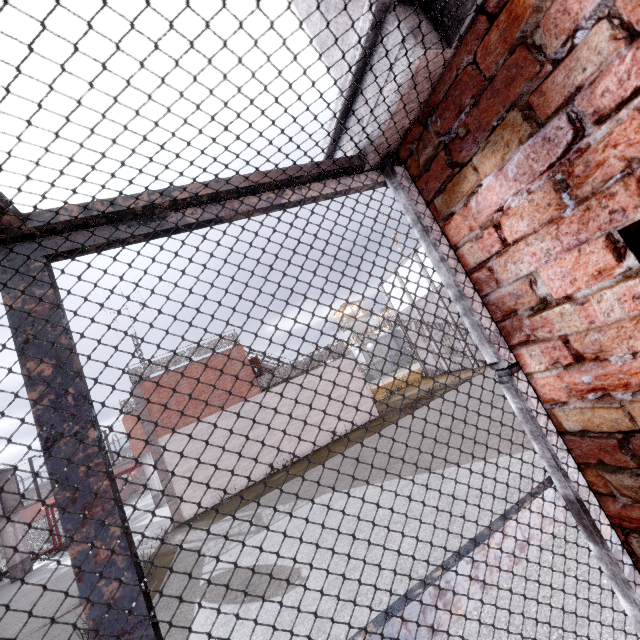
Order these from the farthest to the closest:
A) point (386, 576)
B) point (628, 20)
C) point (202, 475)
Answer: point (202, 475), point (386, 576), point (628, 20)

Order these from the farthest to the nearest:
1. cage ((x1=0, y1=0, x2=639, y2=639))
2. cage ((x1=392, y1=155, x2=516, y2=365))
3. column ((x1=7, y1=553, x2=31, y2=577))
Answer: column ((x1=7, y1=553, x2=31, y2=577))
cage ((x1=392, y1=155, x2=516, y2=365))
cage ((x1=0, y1=0, x2=639, y2=639))

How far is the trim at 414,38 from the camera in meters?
1.0

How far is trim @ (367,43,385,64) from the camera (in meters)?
1.07

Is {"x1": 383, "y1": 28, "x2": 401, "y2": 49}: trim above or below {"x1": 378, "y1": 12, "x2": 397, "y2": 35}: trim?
below

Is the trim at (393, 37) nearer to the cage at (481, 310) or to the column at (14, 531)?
the cage at (481, 310)

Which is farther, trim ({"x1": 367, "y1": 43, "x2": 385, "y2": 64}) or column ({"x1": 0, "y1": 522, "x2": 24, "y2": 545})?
column ({"x1": 0, "y1": 522, "x2": 24, "y2": 545})

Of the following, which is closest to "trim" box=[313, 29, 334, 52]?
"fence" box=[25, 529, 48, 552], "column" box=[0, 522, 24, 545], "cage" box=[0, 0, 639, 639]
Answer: "cage" box=[0, 0, 639, 639]
